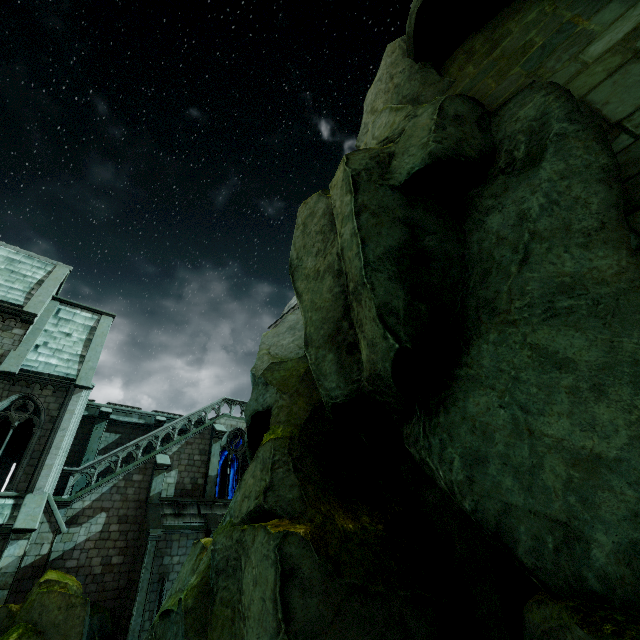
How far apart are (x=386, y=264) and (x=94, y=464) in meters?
19.3 m

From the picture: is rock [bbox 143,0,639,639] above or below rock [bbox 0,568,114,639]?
above

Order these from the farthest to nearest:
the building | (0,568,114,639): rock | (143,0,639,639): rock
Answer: the building → (0,568,114,639): rock → (143,0,639,639): rock

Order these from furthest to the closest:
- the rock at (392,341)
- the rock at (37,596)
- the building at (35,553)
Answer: the building at (35,553), the rock at (37,596), the rock at (392,341)

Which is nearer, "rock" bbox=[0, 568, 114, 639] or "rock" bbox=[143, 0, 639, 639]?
"rock" bbox=[143, 0, 639, 639]

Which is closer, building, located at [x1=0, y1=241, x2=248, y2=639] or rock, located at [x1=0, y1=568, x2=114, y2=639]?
rock, located at [x1=0, y1=568, x2=114, y2=639]

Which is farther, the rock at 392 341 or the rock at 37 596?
the rock at 37 596
